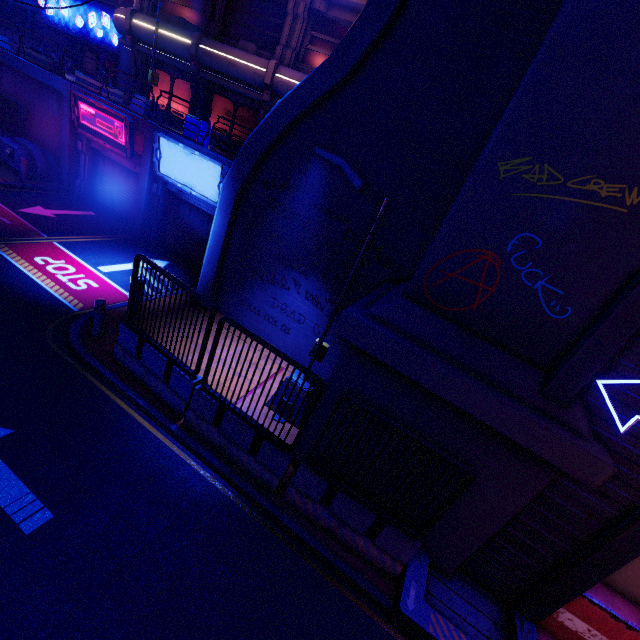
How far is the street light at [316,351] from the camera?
6.4 meters

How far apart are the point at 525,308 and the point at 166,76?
24.1 meters

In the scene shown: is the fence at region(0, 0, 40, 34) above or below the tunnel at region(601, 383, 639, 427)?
above

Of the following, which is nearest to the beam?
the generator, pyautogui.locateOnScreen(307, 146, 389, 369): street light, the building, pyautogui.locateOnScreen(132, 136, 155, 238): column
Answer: the generator

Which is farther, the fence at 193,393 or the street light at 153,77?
the street light at 153,77

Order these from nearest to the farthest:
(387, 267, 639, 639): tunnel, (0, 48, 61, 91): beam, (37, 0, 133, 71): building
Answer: (387, 267, 639, 639): tunnel, (0, 48, 61, 91): beam, (37, 0, 133, 71): building

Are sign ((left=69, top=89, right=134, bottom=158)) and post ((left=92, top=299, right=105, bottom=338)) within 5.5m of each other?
no

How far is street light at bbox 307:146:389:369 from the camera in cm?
643
